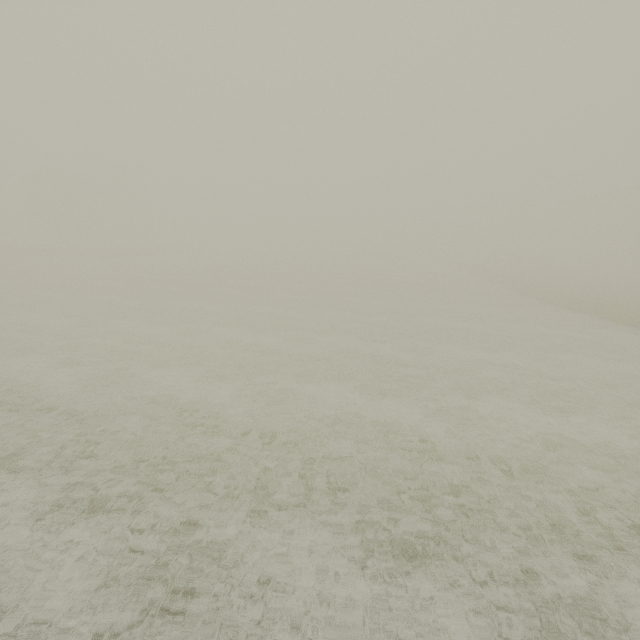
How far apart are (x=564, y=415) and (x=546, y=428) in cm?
134
